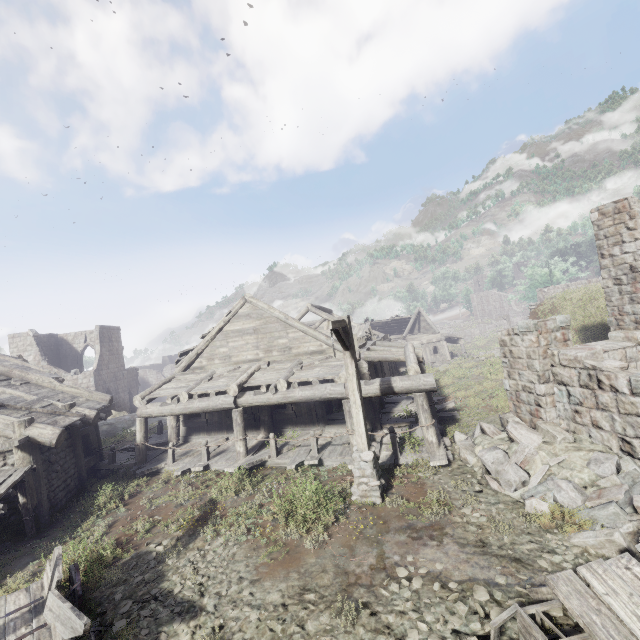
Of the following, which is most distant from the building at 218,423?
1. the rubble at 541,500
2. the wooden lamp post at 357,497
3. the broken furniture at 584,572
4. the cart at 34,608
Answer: → the cart at 34,608

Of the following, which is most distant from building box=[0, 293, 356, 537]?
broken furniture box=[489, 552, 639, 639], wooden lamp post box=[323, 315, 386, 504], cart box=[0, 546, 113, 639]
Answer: cart box=[0, 546, 113, 639]

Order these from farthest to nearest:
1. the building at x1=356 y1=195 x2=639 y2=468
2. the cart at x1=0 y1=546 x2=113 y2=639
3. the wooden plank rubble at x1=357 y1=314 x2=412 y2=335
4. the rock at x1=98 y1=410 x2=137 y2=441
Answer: the wooden plank rubble at x1=357 y1=314 x2=412 y2=335 < the rock at x1=98 y1=410 x2=137 y2=441 < the building at x1=356 y1=195 x2=639 y2=468 < the cart at x1=0 y1=546 x2=113 y2=639

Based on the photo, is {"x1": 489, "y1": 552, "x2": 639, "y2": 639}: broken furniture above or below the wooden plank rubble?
below

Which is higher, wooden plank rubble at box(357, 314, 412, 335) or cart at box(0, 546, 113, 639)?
wooden plank rubble at box(357, 314, 412, 335)

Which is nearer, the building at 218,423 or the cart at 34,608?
the cart at 34,608

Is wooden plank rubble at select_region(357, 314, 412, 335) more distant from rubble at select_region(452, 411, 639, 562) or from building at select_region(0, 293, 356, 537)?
rubble at select_region(452, 411, 639, 562)

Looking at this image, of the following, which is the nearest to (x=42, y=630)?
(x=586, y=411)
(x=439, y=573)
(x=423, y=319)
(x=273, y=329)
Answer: (x=439, y=573)
